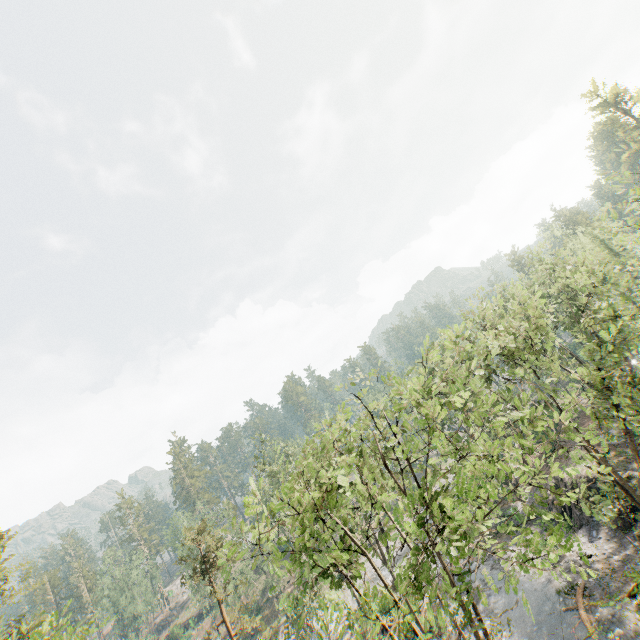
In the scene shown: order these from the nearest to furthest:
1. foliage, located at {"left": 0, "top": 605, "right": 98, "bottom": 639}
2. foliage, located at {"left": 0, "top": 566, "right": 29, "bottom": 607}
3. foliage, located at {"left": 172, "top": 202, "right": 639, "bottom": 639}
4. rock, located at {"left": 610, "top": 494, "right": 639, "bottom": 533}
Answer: foliage, located at {"left": 172, "top": 202, "right": 639, "bottom": 639}, foliage, located at {"left": 0, "top": 605, "right": 98, "bottom": 639}, foliage, located at {"left": 0, "top": 566, "right": 29, "bottom": 607}, rock, located at {"left": 610, "top": 494, "right": 639, "bottom": 533}

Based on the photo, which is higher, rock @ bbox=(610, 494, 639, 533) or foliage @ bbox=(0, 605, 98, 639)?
foliage @ bbox=(0, 605, 98, 639)

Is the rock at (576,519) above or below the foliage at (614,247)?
below

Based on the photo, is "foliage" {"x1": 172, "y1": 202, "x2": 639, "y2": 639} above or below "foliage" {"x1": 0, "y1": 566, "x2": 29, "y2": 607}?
below

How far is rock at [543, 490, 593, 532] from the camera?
26.9m

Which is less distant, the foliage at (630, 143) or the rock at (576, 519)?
the rock at (576, 519)

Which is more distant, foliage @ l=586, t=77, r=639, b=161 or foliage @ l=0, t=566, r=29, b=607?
foliage @ l=586, t=77, r=639, b=161

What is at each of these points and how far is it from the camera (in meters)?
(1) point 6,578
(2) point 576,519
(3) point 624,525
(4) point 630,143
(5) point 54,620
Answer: (1) foliage, 21.61
(2) rock, 27.42
(3) rock, 23.50
(4) foliage, 17.23
(5) foliage, 12.91
